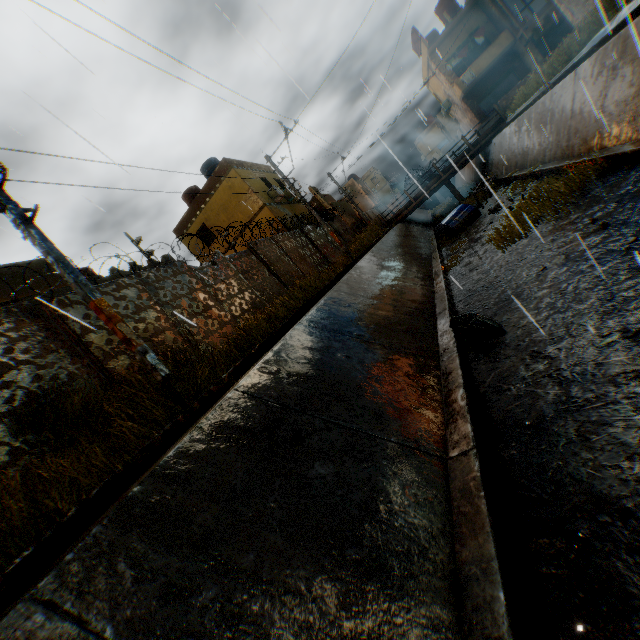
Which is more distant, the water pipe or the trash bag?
the water pipe

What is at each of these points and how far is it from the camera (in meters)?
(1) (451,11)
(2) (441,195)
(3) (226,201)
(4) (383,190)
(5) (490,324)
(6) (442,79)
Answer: (1) water tank, 28.28
(2) water pipe, 51.88
(3) building, 21.88
(4) building, 57.31
(5) trash bag, 5.30
(6) building, 30.16

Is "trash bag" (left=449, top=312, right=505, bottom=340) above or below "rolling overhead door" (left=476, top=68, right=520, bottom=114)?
below

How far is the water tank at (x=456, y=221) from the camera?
15.8 meters

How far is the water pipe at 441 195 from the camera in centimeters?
5200cm

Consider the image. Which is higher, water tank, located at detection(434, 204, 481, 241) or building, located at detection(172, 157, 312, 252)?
building, located at detection(172, 157, 312, 252)

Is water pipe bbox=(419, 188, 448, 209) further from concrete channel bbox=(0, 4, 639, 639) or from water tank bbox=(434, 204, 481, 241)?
water tank bbox=(434, 204, 481, 241)

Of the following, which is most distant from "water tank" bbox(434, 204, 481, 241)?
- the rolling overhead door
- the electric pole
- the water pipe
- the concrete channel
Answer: the water pipe
